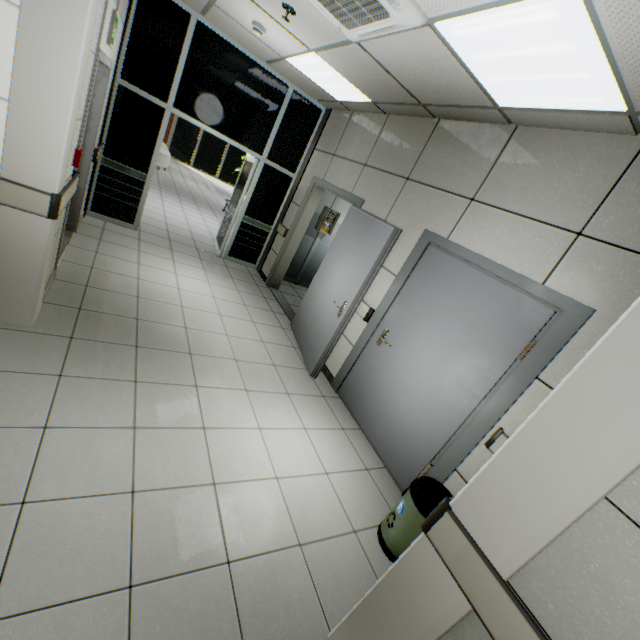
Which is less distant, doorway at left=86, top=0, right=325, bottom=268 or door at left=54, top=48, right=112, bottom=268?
door at left=54, top=48, right=112, bottom=268

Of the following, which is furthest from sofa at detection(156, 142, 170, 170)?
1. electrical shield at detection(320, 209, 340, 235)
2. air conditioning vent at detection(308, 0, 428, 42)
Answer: air conditioning vent at detection(308, 0, 428, 42)

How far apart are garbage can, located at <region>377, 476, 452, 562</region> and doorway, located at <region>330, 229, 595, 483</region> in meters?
0.3 m

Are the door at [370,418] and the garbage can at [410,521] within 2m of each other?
yes

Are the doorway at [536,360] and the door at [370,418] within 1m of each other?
yes

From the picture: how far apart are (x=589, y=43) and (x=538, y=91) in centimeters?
62cm

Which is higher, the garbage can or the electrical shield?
the electrical shield

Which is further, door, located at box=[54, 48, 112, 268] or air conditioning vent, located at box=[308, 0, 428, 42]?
door, located at box=[54, 48, 112, 268]
